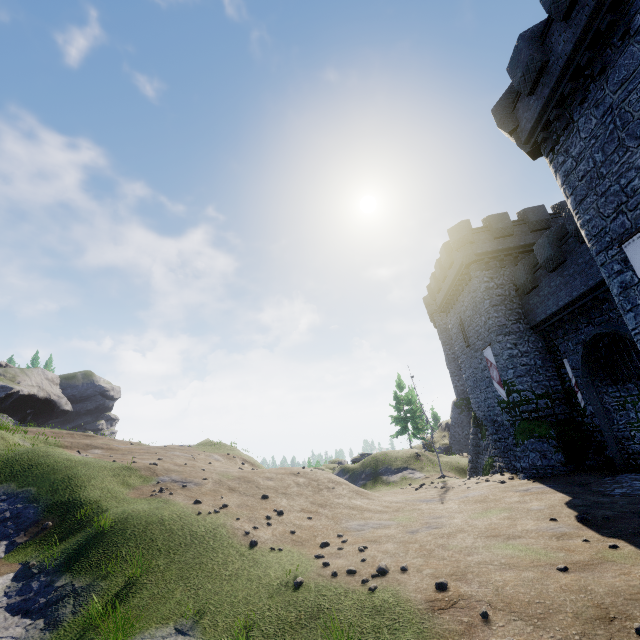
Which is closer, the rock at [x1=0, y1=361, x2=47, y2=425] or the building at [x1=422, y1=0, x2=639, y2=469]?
the building at [x1=422, y1=0, x2=639, y2=469]

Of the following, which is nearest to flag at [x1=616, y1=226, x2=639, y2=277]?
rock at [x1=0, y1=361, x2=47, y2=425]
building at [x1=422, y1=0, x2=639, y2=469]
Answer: building at [x1=422, y1=0, x2=639, y2=469]

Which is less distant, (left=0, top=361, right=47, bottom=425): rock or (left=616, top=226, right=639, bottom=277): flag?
(left=616, top=226, right=639, bottom=277): flag

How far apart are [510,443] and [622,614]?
18.0 meters

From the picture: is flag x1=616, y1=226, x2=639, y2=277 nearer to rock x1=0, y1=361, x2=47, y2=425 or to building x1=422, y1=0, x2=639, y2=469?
building x1=422, y1=0, x2=639, y2=469

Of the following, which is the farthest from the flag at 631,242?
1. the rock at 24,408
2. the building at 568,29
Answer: the rock at 24,408
